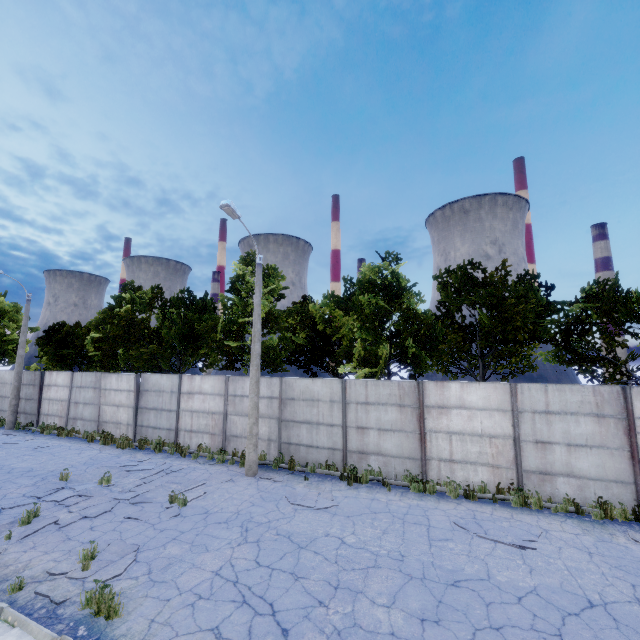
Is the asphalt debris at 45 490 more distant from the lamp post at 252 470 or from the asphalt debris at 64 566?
the lamp post at 252 470

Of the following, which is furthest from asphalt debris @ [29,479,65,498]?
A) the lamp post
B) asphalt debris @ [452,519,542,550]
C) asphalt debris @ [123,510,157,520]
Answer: asphalt debris @ [452,519,542,550]

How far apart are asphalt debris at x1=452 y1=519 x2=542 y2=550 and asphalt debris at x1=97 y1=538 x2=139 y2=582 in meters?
7.9

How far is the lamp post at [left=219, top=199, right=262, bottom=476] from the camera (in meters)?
12.33

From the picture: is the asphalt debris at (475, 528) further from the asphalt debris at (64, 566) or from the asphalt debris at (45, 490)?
the asphalt debris at (45, 490)

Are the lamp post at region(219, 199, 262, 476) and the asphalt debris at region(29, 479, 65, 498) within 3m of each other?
no

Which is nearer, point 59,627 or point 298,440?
point 59,627

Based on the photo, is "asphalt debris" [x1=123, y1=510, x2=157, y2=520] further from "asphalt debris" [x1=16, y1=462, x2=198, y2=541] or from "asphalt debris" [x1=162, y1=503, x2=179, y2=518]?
"asphalt debris" [x1=16, y1=462, x2=198, y2=541]
